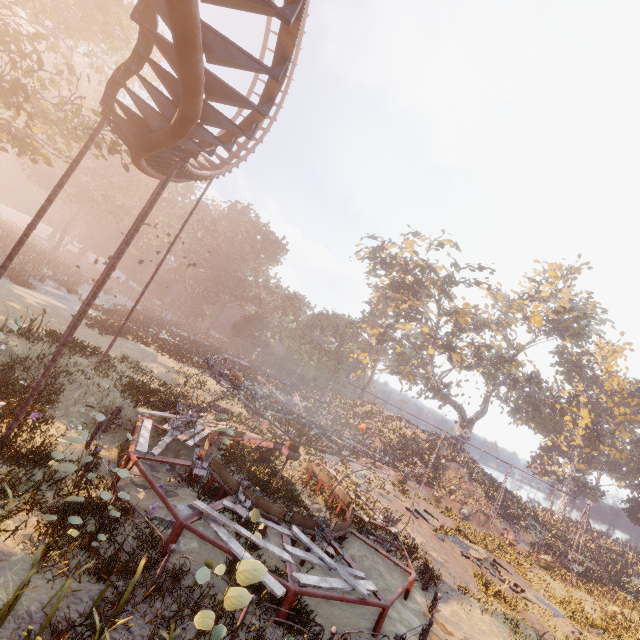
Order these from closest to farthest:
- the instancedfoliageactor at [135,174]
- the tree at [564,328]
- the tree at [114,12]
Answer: the tree at [114,12], the instancedfoliageactor at [135,174], the tree at [564,328]

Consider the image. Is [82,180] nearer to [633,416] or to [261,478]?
[261,478]

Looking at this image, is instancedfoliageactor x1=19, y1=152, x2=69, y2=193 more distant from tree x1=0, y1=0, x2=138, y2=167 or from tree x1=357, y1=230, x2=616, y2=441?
tree x1=357, y1=230, x2=616, y2=441

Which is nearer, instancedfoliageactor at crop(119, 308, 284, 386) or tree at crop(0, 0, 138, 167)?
tree at crop(0, 0, 138, 167)

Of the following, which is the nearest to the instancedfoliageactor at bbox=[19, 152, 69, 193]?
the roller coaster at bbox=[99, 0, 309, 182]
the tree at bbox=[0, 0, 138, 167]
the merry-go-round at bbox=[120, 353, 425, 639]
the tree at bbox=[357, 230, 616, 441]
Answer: the merry-go-round at bbox=[120, 353, 425, 639]

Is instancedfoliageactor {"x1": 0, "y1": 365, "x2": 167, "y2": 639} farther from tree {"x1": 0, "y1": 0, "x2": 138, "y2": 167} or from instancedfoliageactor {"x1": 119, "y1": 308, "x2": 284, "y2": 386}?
instancedfoliageactor {"x1": 119, "y1": 308, "x2": 284, "y2": 386}

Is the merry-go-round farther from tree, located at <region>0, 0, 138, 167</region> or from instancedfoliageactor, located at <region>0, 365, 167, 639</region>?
tree, located at <region>0, 0, 138, 167</region>

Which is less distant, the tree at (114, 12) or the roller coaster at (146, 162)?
the roller coaster at (146, 162)
